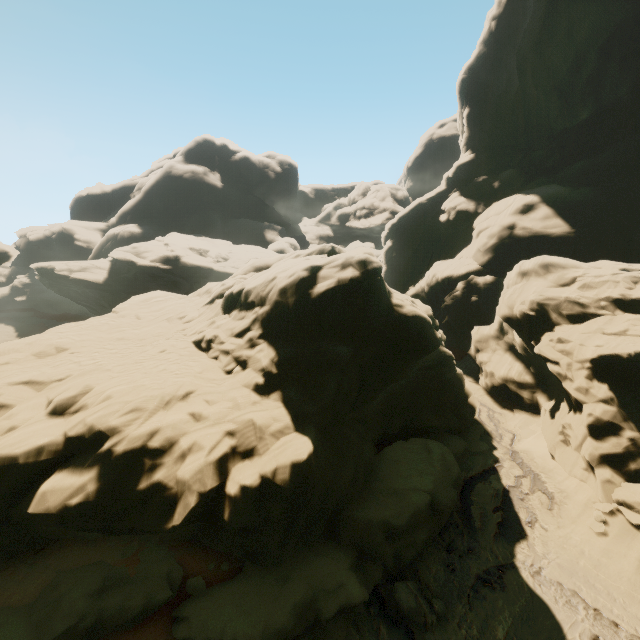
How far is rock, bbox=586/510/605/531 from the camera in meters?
12.5 m

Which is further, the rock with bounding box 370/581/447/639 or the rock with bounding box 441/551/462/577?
the rock with bounding box 441/551/462/577

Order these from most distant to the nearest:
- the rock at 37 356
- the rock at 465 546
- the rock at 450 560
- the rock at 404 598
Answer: the rock at 465 546 → the rock at 450 560 → the rock at 404 598 → the rock at 37 356

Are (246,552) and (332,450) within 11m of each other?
yes

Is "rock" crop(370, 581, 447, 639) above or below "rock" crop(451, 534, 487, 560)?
above

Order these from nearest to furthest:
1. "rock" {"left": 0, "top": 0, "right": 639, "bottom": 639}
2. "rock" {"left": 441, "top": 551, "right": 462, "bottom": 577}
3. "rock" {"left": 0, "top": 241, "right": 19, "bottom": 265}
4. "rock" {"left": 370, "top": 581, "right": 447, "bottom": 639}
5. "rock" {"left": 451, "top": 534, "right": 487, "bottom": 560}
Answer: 1. "rock" {"left": 0, "top": 0, "right": 639, "bottom": 639}
2. "rock" {"left": 370, "top": 581, "right": 447, "bottom": 639}
3. "rock" {"left": 441, "top": 551, "right": 462, "bottom": 577}
4. "rock" {"left": 451, "top": 534, "right": 487, "bottom": 560}
5. "rock" {"left": 0, "top": 241, "right": 19, "bottom": 265}

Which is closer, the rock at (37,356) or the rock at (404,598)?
the rock at (37,356)
